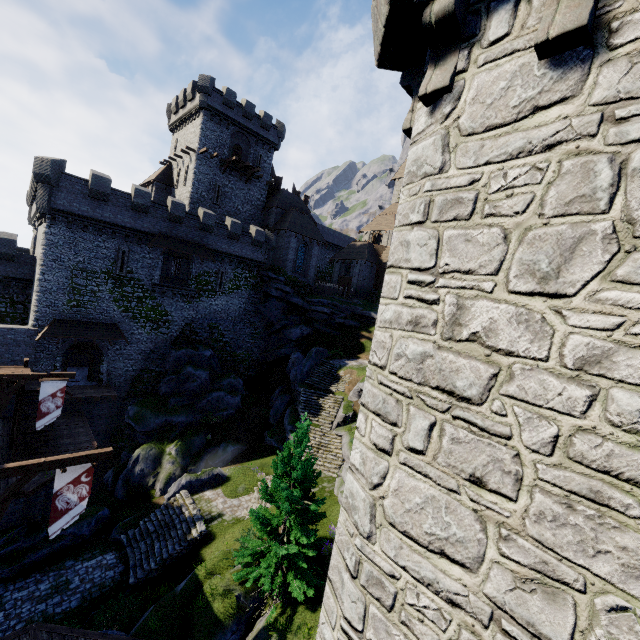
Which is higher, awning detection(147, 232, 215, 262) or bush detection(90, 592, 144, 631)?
awning detection(147, 232, 215, 262)

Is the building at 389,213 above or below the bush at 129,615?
above

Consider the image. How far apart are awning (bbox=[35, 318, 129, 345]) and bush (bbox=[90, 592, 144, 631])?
18.4 meters

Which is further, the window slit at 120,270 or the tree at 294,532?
the window slit at 120,270

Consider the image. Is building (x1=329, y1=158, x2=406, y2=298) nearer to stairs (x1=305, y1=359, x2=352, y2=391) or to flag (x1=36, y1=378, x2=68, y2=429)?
stairs (x1=305, y1=359, x2=352, y2=391)

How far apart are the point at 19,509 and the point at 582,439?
26.3m

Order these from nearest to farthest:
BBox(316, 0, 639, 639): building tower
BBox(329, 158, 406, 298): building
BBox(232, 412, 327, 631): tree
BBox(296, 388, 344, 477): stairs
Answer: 1. BBox(316, 0, 639, 639): building tower
2. BBox(232, 412, 327, 631): tree
3. BBox(296, 388, 344, 477): stairs
4. BBox(329, 158, 406, 298): building

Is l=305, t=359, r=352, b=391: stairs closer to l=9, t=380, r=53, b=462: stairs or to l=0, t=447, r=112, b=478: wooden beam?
l=0, t=447, r=112, b=478: wooden beam
